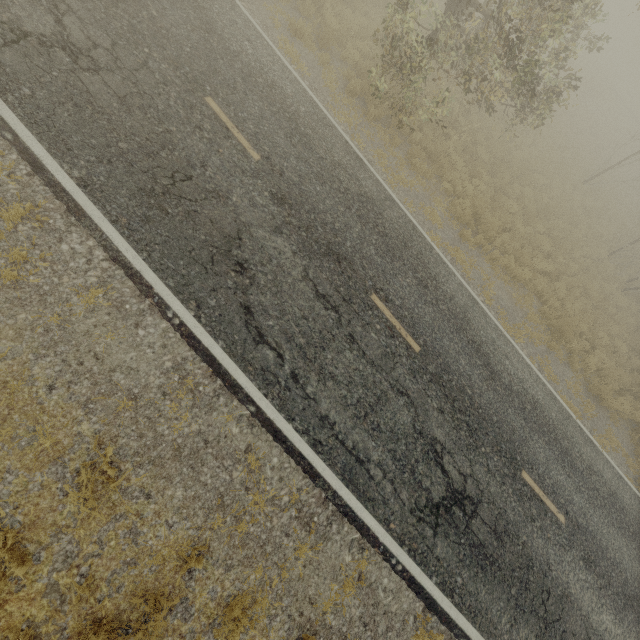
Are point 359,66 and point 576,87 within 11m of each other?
yes
